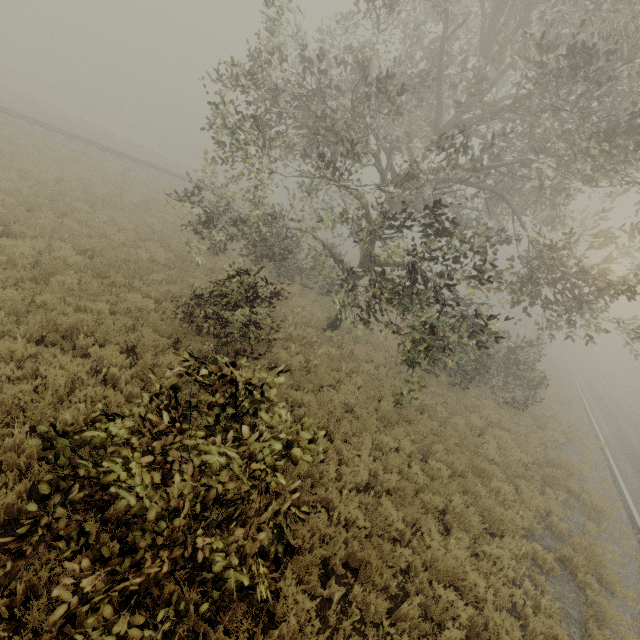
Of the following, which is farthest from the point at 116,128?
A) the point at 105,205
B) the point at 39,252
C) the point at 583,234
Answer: the point at 583,234
